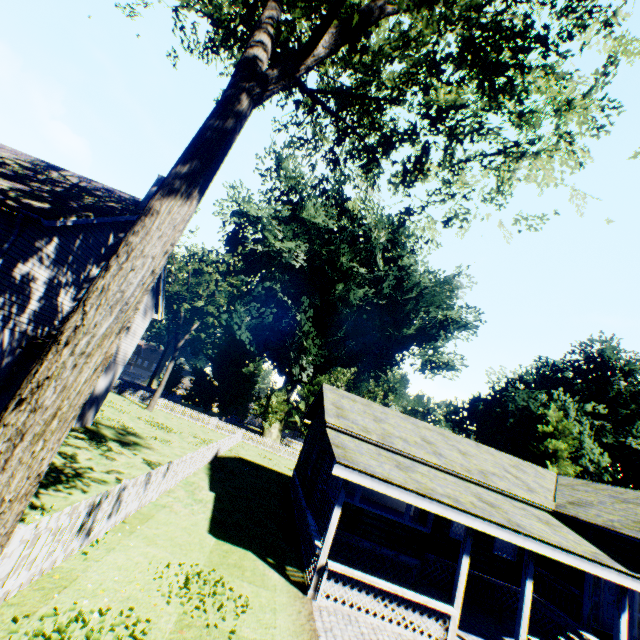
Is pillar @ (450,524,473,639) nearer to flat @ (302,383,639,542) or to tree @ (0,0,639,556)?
flat @ (302,383,639,542)

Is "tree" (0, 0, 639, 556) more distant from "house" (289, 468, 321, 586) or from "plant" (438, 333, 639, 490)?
"house" (289, 468, 321, 586)

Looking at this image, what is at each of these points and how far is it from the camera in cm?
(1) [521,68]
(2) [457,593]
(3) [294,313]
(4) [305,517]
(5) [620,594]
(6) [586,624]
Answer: (1) tree, 487
(2) pillar, 902
(3) plant, 3809
(4) house, 1313
(5) pillar, 959
(6) pillar, 1102

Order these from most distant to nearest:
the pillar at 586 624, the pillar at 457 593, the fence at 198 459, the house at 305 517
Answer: the pillar at 586 624, the house at 305 517, the pillar at 457 593, the fence at 198 459

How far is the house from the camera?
9.4m

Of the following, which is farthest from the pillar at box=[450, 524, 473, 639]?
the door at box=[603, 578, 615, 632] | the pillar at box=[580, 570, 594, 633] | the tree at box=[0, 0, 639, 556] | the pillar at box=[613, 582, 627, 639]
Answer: the tree at box=[0, 0, 639, 556]

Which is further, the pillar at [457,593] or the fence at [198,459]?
the pillar at [457,593]

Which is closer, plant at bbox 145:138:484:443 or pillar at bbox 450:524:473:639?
pillar at bbox 450:524:473:639
